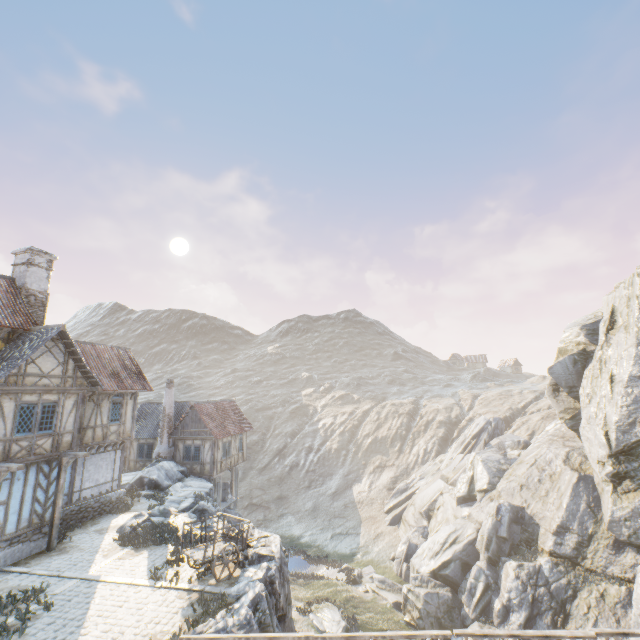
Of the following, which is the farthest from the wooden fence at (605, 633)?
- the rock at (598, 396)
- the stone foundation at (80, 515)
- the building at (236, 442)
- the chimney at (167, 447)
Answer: the chimney at (167, 447)

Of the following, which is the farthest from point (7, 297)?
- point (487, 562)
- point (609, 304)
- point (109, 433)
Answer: point (609, 304)

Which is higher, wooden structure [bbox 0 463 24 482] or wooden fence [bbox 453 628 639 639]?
wooden structure [bbox 0 463 24 482]

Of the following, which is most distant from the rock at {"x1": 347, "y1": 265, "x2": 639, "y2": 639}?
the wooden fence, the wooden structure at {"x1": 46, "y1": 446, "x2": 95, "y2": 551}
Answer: the wooden fence

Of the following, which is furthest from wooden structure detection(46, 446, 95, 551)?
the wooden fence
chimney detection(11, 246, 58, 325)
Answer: the wooden fence

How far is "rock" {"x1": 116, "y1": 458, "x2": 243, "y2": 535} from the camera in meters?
16.6 m

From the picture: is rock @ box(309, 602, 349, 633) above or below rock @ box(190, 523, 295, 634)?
below

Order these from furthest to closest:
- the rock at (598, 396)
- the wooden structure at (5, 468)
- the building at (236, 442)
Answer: the building at (236, 442)
the rock at (598, 396)
the wooden structure at (5, 468)
